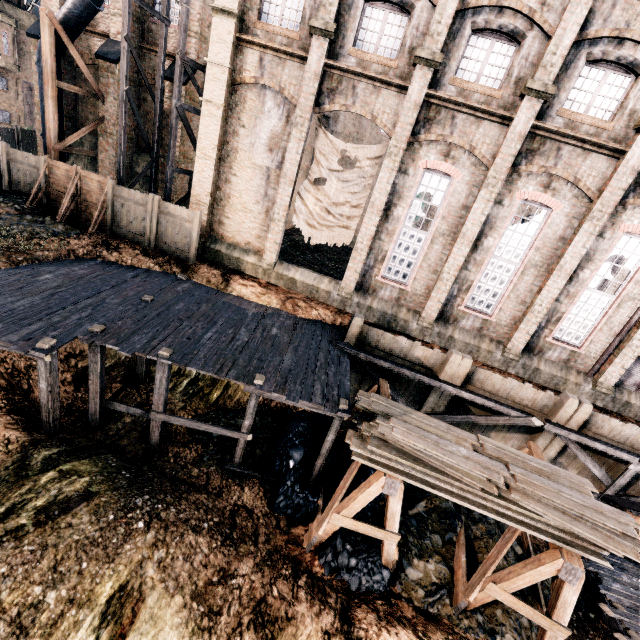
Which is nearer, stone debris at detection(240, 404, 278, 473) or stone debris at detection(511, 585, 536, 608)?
stone debris at detection(511, 585, 536, 608)

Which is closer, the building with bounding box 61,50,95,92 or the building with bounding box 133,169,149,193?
the building with bounding box 61,50,95,92

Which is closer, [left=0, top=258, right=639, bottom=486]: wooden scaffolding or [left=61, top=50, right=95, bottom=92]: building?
[left=0, top=258, right=639, bottom=486]: wooden scaffolding

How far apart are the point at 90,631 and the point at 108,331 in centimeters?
763cm

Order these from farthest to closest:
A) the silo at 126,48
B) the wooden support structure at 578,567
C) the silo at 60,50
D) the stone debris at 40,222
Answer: the silo at 60,50, the silo at 126,48, the stone debris at 40,222, the wooden support structure at 578,567

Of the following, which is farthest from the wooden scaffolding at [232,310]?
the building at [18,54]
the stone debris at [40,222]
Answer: the stone debris at [40,222]

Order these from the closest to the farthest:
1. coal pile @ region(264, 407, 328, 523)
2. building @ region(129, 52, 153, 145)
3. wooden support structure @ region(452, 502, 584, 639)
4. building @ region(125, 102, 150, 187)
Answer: wooden support structure @ region(452, 502, 584, 639)
coal pile @ region(264, 407, 328, 523)
building @ region(129, 52, 153, 145)
building @ region(125, 102, 150, 187)

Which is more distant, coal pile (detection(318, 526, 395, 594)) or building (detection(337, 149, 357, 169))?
building (detection(337, 149, 357, 169))
